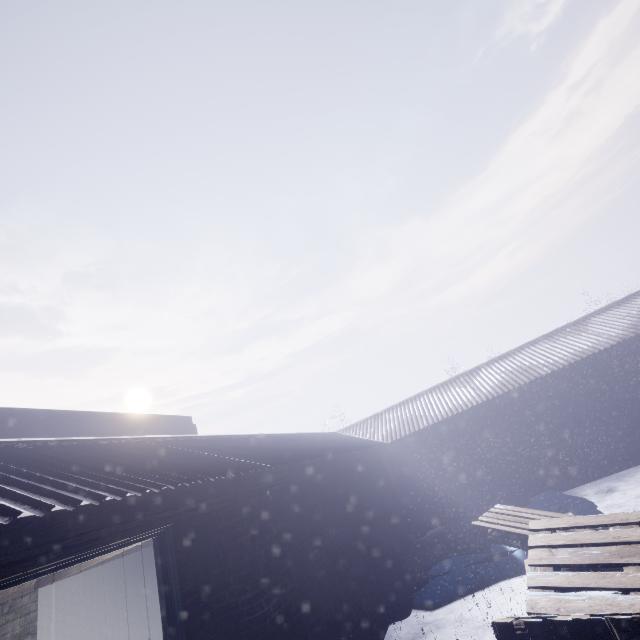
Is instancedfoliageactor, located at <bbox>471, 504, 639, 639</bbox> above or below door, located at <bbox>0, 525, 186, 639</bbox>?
below

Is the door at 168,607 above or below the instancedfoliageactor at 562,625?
above

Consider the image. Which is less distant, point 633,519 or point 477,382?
point 633,519
